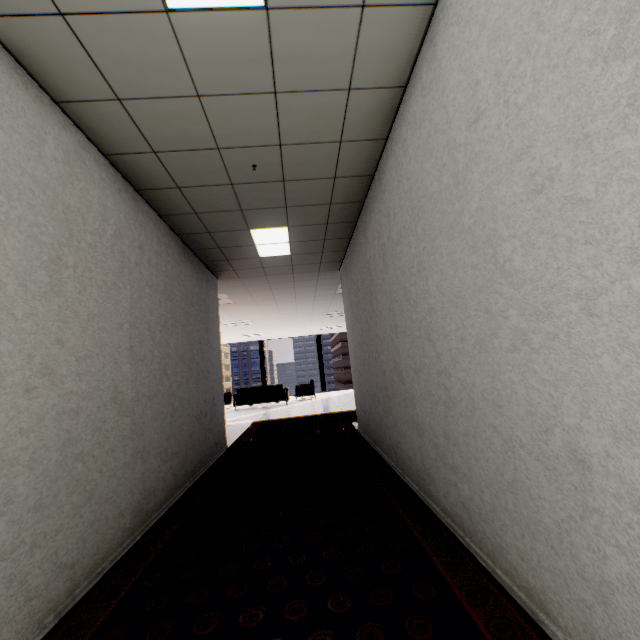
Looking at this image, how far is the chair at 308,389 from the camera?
13.0 meters

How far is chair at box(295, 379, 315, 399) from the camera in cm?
1302

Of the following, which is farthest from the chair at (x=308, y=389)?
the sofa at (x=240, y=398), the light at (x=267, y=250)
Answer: the light at (x=267, y=250)

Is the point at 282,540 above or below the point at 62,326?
below

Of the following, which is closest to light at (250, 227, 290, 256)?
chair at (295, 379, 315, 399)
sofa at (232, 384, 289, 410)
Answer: sofa at (232, 384, 289, 410)

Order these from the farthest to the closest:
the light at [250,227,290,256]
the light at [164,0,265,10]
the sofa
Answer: the sofa
the light at [250,227,290,256]
the light at [164,0,265,10]

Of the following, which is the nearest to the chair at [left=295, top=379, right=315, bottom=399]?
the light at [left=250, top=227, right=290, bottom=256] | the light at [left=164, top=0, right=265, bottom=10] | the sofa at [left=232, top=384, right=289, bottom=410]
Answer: the sofa at [left=232, top=384, right=289, bottom=410]

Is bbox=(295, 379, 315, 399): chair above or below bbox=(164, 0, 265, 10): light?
below
